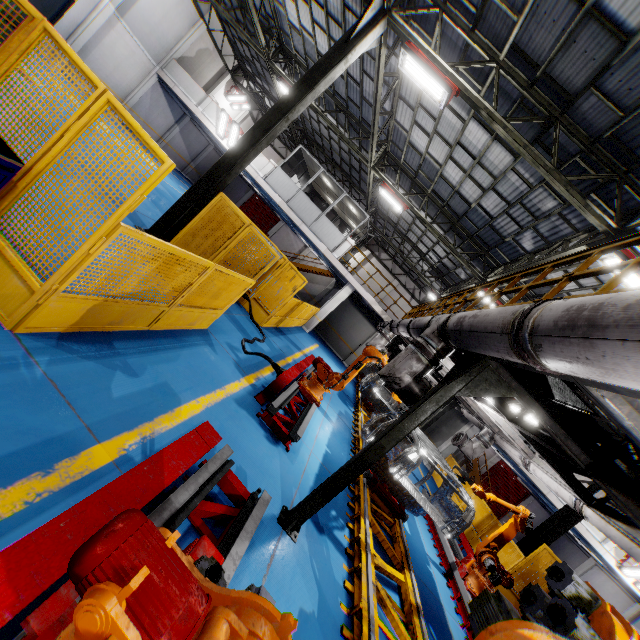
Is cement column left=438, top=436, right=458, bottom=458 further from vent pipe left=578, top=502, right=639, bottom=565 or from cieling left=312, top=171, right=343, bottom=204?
cieling left=312, top=171, right=343, bottom=204

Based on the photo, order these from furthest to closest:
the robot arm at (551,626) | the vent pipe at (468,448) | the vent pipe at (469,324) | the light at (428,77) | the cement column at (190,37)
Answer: the cement column at (190,37), the vent pipe at (468,448), the light at (428,77), the vent pipe at (469,324), the robot arm at (551,626)

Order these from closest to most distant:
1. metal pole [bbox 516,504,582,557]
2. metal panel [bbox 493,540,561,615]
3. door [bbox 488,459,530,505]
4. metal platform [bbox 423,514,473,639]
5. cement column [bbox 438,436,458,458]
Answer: metal platform [bbox 423,514,473,639], metal panel [bbox 493,540,561,615], metal pole [bbox 516,504,582,557], cement column [bbox 438,436,458,458], door [bbox 488,459,530,505]

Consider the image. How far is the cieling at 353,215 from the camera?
19.1 meters

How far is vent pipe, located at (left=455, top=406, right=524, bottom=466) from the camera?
8.6m

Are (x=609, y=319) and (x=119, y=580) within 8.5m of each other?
yes

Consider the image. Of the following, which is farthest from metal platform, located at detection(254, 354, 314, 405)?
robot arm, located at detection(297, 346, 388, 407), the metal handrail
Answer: the metal handrail

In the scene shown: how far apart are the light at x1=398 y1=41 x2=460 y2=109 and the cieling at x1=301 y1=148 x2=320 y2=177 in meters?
10.4
